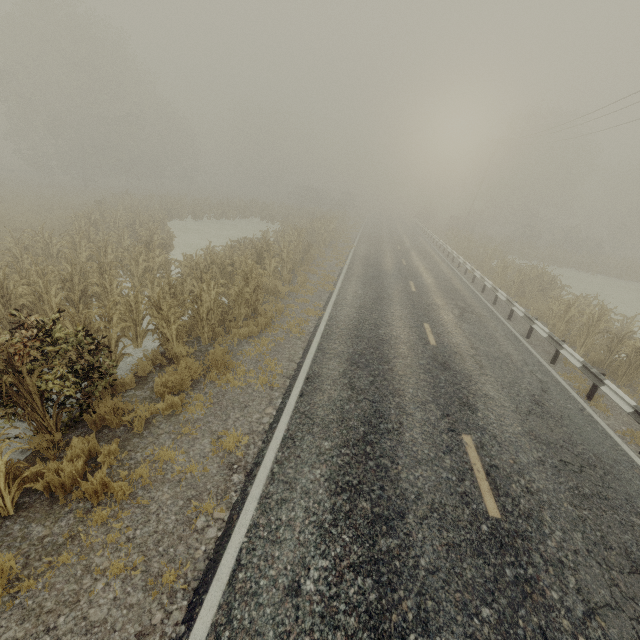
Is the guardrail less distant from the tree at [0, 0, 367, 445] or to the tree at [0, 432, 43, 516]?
the tree at [0, 0, 367, 445]

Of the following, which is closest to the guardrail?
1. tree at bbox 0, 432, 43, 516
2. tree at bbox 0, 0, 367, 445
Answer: tree at bbox 0, 0, 367, 445

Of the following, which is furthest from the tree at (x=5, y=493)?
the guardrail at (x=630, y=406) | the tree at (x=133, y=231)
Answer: the guardrail at (x=630, y=406)

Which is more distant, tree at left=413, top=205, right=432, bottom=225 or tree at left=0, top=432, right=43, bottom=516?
tree at left=413, top=205, right=432, bottom=225

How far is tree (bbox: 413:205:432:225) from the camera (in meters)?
52.37

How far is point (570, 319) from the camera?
12.1 meters
